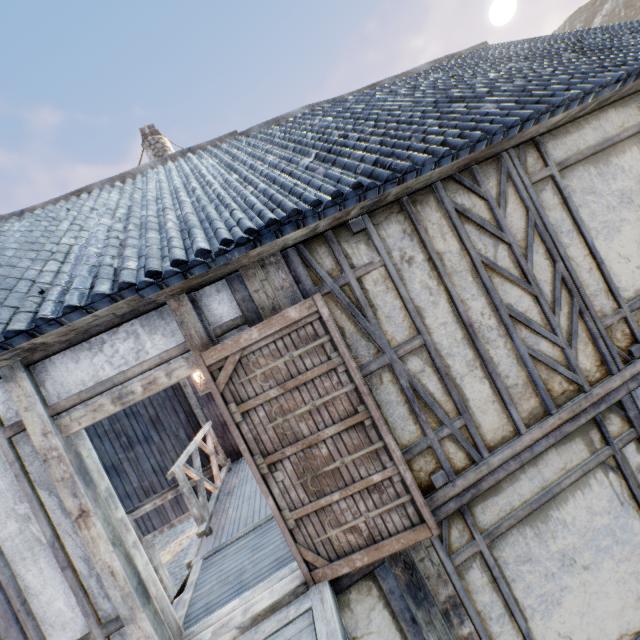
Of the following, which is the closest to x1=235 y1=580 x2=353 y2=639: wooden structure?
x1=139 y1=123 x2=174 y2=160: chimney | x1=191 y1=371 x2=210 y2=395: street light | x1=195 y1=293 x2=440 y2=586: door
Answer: x1=195 y1=293 x2=440 y2=586: door

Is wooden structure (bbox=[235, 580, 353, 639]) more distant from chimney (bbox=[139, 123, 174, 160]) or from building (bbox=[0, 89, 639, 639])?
chimney (bbox=[139, 123, 174, 160])

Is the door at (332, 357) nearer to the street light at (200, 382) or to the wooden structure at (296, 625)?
the wooden structure at (296, 625)

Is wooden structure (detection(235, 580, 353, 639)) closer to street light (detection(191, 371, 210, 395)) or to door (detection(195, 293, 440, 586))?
Answer: door (detection(195, 293, 440, 586))

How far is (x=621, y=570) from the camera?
3.32m

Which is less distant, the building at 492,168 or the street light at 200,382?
the building at 492,168

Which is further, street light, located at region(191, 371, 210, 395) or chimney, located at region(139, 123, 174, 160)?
chimney, located at region(139, 123, 174, 160)

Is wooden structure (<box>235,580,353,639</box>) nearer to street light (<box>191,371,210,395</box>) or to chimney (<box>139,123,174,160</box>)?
street light (<box>191,371,210,395</box>)
